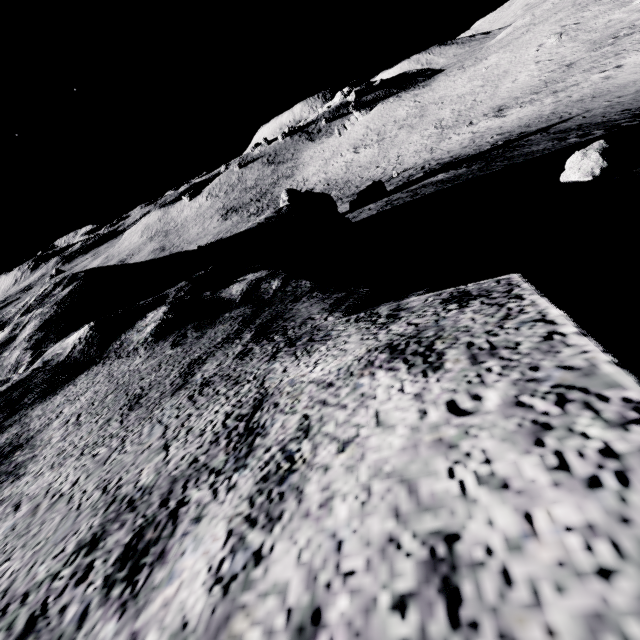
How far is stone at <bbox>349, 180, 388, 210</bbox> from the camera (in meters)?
18.84

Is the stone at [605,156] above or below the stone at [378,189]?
above

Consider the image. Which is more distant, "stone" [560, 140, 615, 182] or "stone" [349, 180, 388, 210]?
"stone" [349, 180, 388, 210]

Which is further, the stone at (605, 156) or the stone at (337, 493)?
the stone at (605, 156)

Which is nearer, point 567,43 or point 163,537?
point 163,537

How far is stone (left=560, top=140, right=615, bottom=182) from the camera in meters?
5.1 m

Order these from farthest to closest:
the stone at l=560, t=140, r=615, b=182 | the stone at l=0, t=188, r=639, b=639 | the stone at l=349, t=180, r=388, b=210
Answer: the stone at l=349, t=180, r=388, b=210
the stone at l=560, t=140, r=615, b=182
the stone at l=0, t=188, r=639, b=639
